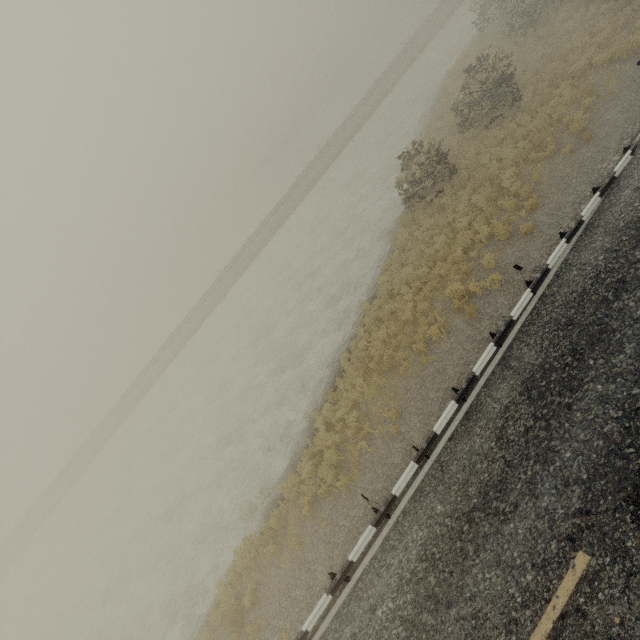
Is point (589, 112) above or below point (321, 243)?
above
